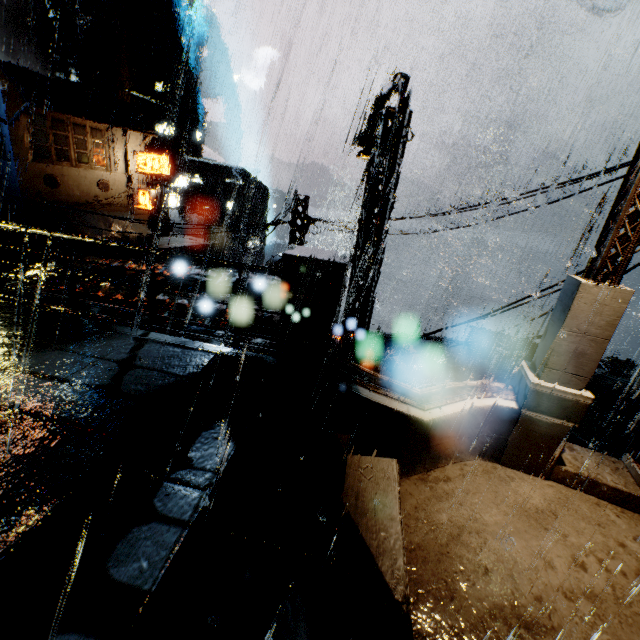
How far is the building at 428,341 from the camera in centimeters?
1922cm

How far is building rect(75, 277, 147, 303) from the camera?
8.6 meters

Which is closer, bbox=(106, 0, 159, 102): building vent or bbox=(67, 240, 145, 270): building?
bbox=(67, 240, 145, 270): building

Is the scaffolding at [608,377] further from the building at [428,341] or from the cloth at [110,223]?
the cloth at [110,223]

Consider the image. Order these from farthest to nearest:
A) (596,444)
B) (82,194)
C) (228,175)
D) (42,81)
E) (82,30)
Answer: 1. (228,175)
2. (82,30)
3. (82,194)
4. (42,81)
5. (596,444)

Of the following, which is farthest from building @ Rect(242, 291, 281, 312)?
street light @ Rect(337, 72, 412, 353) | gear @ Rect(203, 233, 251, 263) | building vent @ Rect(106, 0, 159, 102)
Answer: gear @ Rect(203, 233, 251, 263)

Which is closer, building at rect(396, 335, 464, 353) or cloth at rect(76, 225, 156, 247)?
building at rect(396, 335, 464, 353)
